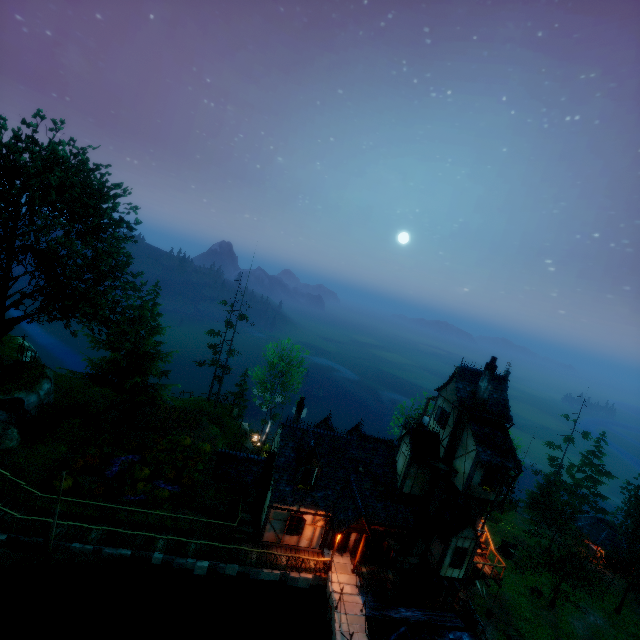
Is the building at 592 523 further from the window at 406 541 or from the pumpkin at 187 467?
the pumpkin at 187 467

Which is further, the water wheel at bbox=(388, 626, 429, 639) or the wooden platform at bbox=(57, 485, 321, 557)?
the water wheel at bbox=(388, 626, 429, 639)

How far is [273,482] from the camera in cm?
2042

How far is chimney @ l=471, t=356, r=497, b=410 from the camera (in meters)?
21.20

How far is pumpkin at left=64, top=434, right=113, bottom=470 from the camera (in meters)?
22.45

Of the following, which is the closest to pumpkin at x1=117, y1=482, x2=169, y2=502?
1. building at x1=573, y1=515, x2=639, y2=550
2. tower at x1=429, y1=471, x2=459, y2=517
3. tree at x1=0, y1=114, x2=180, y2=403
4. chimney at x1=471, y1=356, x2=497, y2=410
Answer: tree at x1=0, y1=114, x2=180, y2=403

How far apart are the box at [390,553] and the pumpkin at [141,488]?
15.93m

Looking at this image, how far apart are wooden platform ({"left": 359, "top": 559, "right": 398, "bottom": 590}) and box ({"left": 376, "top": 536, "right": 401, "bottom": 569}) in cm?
32
